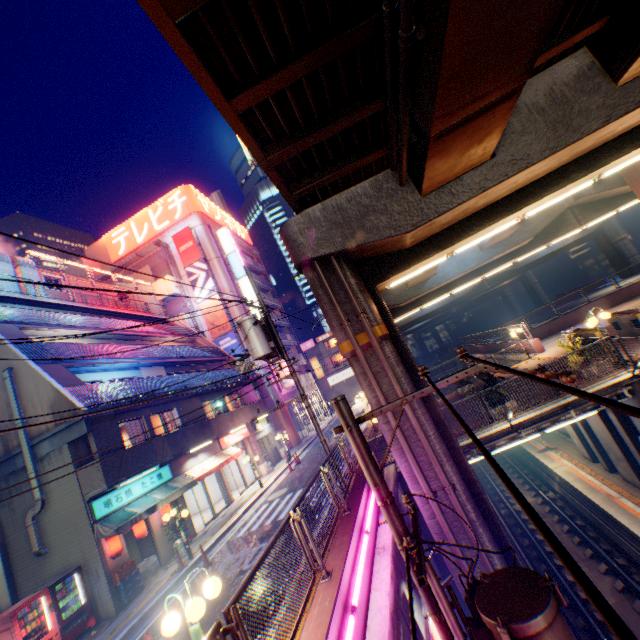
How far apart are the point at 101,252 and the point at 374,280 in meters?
42.7 m

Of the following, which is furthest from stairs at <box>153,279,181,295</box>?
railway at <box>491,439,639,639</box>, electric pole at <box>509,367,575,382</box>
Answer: electric pole at <box>509,367,575,382</box>

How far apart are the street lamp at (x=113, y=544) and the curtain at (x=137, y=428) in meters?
3.8

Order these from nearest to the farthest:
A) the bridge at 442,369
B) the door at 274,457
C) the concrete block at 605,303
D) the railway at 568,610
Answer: the railway at 568,610 < the concrete block at 605,303 < the door at 274,457 < the bridge at 442,369

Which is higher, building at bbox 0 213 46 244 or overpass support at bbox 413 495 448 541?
building at bbox 0 213 46 244

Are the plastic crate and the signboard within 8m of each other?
no

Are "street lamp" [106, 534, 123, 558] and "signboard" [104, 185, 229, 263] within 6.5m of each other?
no

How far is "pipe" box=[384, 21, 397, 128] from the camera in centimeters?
530cm
